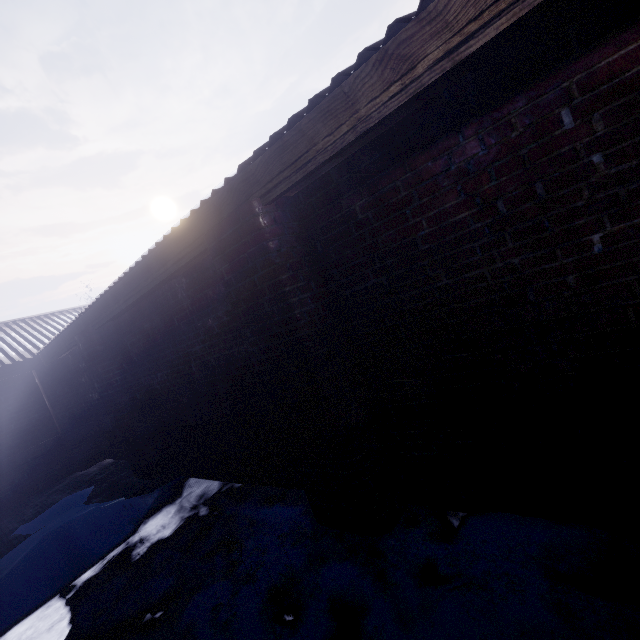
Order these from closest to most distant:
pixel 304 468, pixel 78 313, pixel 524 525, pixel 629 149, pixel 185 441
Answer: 1. pixel 629 149
2. pixel 524 525
3. pixel 304 468
4. pixel 185 441
5. pixel 78 313
